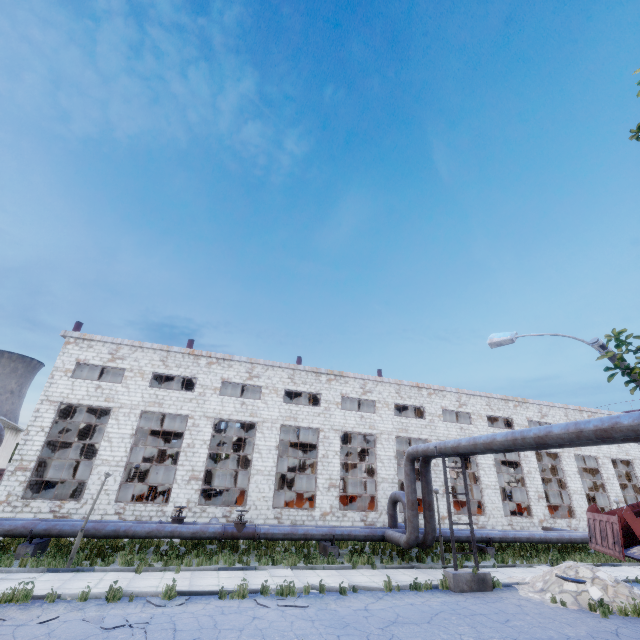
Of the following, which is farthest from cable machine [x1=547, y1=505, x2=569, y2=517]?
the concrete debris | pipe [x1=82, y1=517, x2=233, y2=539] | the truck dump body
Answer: pipe [x1=82, y1=517, x2=233, y2=539]

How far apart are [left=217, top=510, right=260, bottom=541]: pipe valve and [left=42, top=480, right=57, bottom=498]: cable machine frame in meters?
11.9

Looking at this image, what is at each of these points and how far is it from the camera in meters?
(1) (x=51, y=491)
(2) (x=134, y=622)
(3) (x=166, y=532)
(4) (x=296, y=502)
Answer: (1) cable machine frame, 20.3
(2) asphalt debris, 8.0
(3) pipe, 14.7
(4) cable machine, 23.4

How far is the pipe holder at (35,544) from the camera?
13.1 meters

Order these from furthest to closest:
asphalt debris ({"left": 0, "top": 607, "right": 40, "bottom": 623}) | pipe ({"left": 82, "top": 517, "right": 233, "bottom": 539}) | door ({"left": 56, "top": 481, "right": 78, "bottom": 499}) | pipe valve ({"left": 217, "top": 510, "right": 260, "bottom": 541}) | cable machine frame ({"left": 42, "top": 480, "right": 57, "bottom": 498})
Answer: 1. door ({"left": 56, "top": 481, "right": 78, "bottom": 499})
2. cable machine frame ({"left": 42, "top": 480, "right": 57, "bottom": 498})
3. pipe valve ({"left": 217, "top": 510, "right": 260, "bottom": 541})
4. pipe ({"left": 82, "top": 517, "right": 233, "bottom": 539})
5. asphalt debris ({"left": 0, "top": 607, "right": 40, "bottom": 623})

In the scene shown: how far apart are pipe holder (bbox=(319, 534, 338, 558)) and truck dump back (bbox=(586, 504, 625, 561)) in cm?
1126

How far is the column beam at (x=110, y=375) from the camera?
25.8m

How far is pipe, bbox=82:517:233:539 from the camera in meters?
14.1 m
